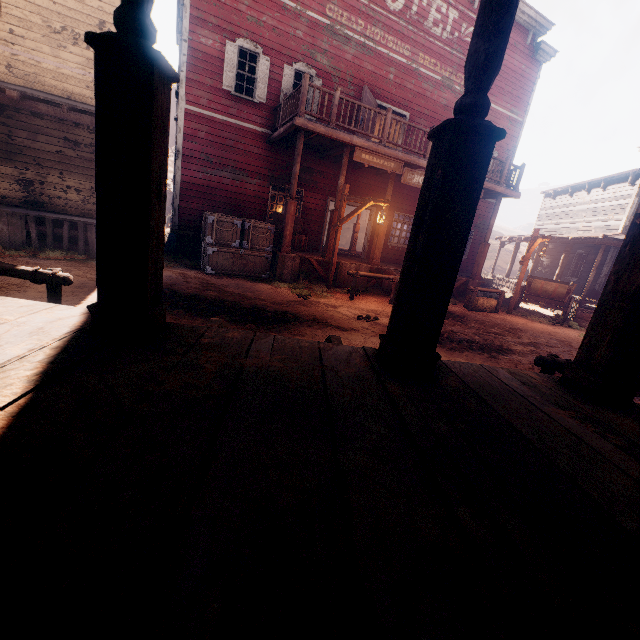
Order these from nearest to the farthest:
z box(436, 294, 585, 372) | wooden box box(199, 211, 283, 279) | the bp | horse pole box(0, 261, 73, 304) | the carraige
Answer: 1. horse pole box(0, 261, 73, 304)
2. z box(436, 294, 585, 372)
3. wooden box box(199, 211, 283, 279)
4. the bp
5. the carraige

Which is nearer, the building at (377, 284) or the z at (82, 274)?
the z at (82, 274)

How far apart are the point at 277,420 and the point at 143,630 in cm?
86

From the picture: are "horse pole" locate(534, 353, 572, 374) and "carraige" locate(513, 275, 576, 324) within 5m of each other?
no

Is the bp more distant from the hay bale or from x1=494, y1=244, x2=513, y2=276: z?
the hay bale

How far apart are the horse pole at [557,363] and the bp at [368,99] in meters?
10.8 m

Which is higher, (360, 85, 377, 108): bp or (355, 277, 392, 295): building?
(360, 85, 377, 108): bp

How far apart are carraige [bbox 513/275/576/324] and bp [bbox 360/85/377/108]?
8.2m
